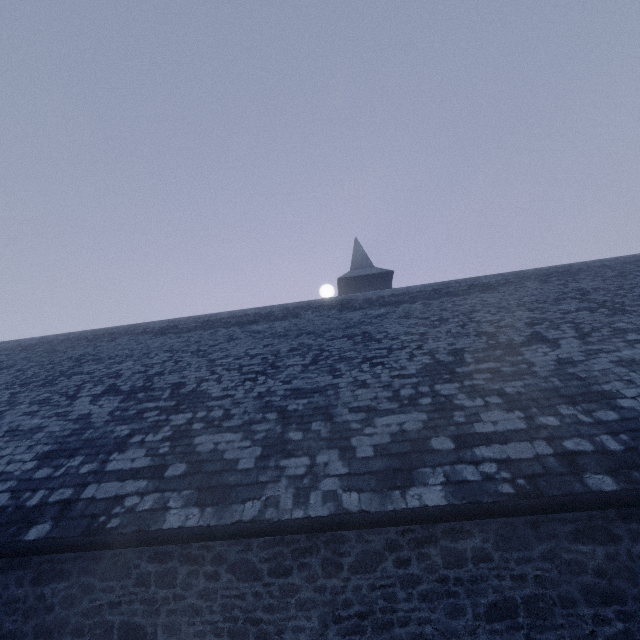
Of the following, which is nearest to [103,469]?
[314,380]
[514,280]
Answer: [314,380]
